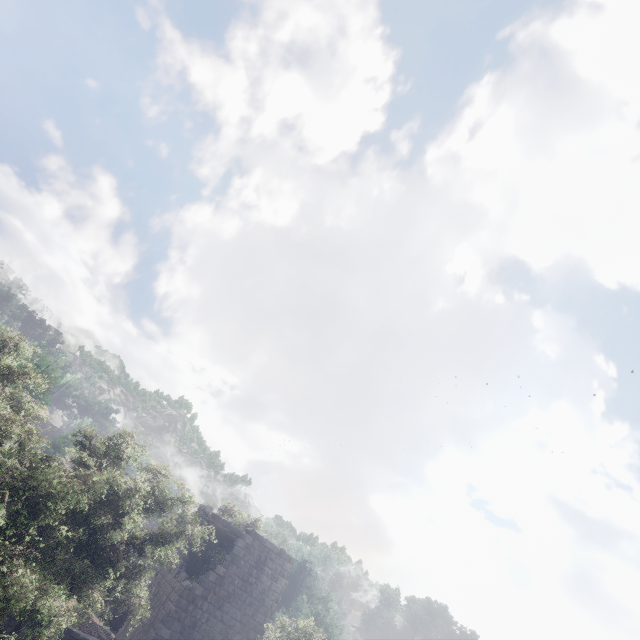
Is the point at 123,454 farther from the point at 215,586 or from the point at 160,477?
the point at 215,586

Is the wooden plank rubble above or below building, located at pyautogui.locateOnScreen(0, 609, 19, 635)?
above

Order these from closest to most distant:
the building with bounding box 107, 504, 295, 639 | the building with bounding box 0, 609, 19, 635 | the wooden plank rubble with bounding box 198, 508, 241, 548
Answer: the building with bounding box 0, 609, 19, 635, the building with bounding box 107, 504, 295, 639, the wooden plank rubble with bounding box 198, 508, 241, 548

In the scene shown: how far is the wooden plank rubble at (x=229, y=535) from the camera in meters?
20.7 m

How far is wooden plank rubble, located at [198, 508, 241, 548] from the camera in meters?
20.7 m

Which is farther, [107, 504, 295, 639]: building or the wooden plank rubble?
the wooden plank rubble

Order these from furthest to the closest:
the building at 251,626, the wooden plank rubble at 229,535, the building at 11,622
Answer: the wooden plank rubble at 229,535 < the building at 251,626 < the building at 11,622

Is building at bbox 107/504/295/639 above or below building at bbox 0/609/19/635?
above
